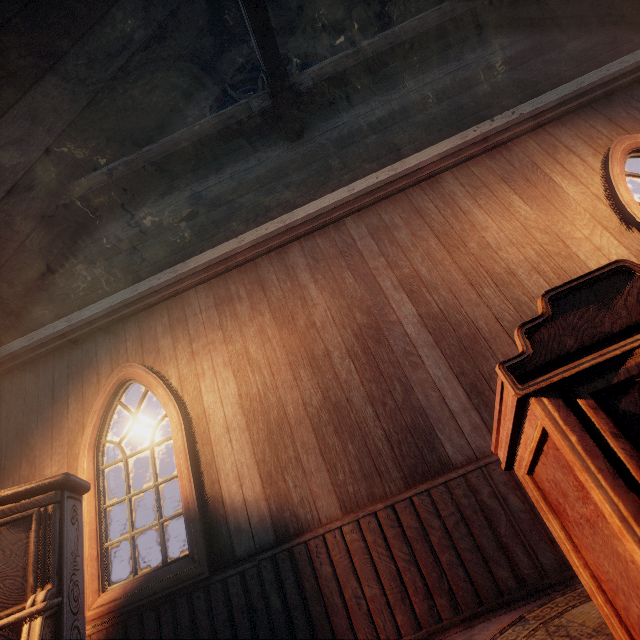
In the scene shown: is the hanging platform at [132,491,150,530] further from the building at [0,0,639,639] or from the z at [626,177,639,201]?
the building at [0,0,639,639]

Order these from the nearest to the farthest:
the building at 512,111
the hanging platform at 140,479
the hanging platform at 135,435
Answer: the building at 512,111, the hanging platform at 140,479, the hanging platform at 135,435

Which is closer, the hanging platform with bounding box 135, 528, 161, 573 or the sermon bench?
the sermon bench

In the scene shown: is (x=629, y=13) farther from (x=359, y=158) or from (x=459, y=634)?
(x=459, y=634)

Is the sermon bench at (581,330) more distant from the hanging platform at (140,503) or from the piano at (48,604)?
the hanging platform at (140,503)

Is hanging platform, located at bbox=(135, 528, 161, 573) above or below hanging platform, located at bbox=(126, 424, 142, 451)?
below

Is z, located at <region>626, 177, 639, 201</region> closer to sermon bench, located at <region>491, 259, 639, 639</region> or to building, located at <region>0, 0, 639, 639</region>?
building, located at <region>0, 0, 639, 639</region>

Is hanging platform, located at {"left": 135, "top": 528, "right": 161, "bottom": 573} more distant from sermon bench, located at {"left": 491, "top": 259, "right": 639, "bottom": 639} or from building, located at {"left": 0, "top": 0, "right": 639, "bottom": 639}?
sermon bench, located at {"left": 491, "top": 259, "right": 639, "bottom": 639}
